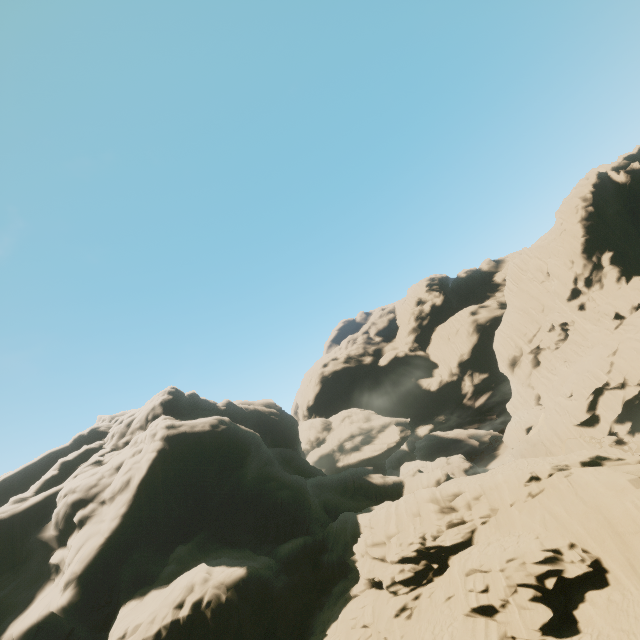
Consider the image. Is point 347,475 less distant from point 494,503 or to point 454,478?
point 454,478
